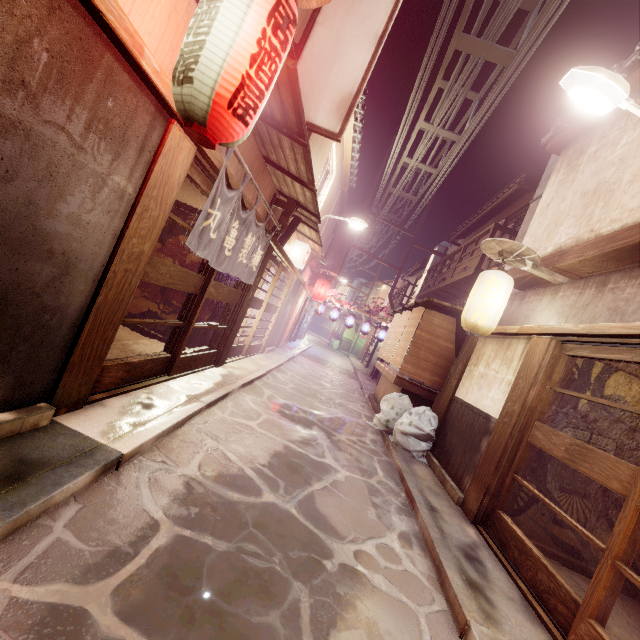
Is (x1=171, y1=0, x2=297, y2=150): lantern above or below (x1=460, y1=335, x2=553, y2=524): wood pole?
above

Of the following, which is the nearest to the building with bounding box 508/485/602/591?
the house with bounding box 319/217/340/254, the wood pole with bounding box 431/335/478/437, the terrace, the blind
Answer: the wood pole with bounding box 431/335/478/437

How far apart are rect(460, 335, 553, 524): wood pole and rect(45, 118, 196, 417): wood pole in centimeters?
916cm

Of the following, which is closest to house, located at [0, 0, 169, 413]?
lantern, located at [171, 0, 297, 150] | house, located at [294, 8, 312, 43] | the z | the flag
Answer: lantern, located at [171, 0, 297, 150]

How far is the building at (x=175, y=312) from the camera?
12.7 meters

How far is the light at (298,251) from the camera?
17.6 meters

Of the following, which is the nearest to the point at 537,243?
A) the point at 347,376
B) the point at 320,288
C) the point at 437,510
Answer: the point at 437,510

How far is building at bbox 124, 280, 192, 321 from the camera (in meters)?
12.66
